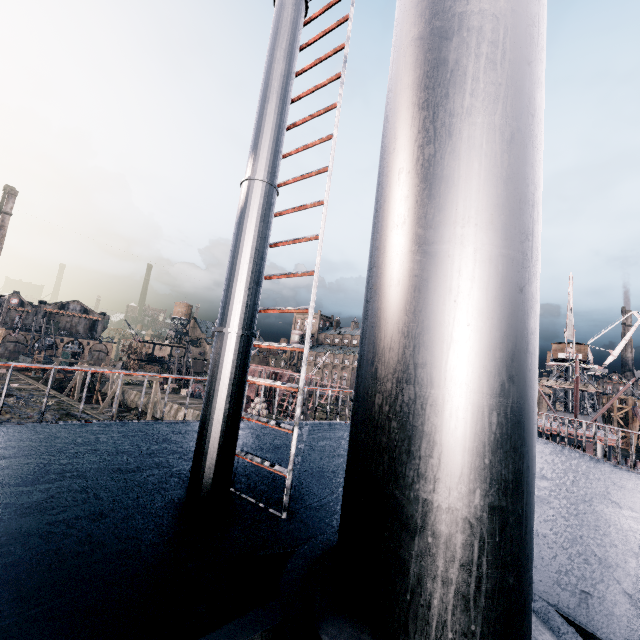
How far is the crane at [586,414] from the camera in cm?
4883

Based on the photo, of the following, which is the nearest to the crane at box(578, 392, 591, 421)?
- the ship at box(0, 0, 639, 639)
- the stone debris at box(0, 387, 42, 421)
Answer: the ship at box(0, 0, 639, 639)

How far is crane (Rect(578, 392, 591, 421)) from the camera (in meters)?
48.83

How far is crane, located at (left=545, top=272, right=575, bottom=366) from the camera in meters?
46.9

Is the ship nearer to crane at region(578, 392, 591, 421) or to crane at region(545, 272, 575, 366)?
crane at region(545, 272, 575, 366)

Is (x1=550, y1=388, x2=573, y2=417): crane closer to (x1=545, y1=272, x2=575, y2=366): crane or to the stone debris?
(x1=545, y1=272, x2=575, y2=366): crane

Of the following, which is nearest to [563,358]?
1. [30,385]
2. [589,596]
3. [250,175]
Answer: [589,596]

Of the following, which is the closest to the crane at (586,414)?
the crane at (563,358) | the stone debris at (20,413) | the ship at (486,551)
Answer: the crane at (563,358)
